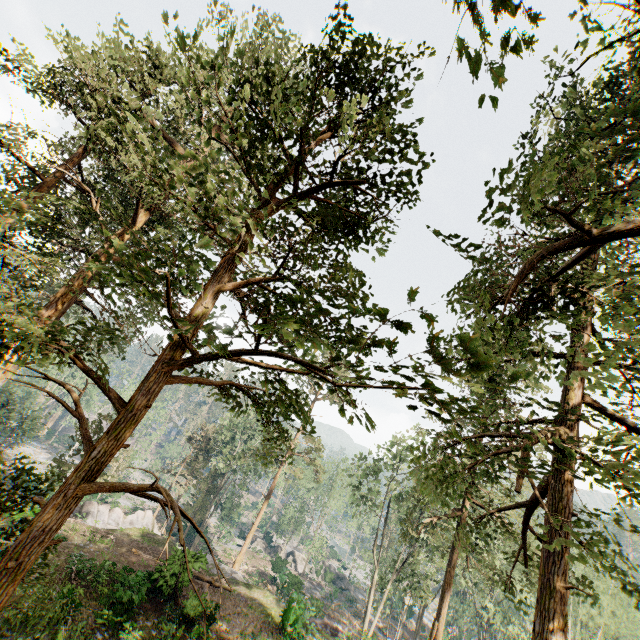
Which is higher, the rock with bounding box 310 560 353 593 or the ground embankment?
the ground embankment

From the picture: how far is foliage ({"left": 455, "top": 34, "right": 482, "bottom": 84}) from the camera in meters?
2.6 m

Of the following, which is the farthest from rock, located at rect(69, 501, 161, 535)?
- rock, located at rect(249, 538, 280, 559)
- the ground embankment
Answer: rock, located at rect(249, 538, 280, 559)

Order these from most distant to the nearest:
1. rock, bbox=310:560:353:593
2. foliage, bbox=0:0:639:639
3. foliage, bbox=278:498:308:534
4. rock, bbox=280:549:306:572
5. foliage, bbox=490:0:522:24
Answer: foliage, bbox=278:498:308:534 → rock, bbox=280:549:306:572 → rock, bbox=310:560:353:593 → foliage, bbox=0:0:639:639 → foliage, bbox=490:0:522:24

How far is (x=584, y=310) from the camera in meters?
7.7 m

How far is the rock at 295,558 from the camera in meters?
52.5 m

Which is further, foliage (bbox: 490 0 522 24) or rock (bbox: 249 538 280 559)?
rock (bbox: 249 538 280 559)

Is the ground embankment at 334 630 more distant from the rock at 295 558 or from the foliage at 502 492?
the rock at 295 558
